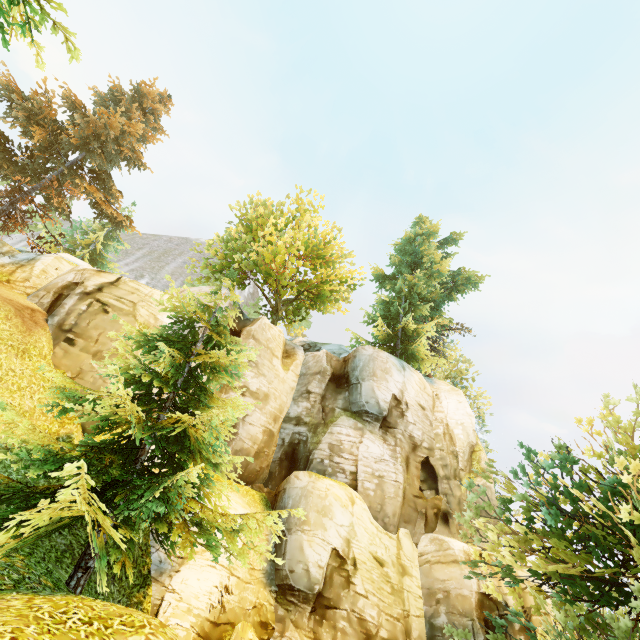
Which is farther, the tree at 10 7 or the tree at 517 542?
the tree at 517 542

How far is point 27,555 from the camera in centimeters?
681cm

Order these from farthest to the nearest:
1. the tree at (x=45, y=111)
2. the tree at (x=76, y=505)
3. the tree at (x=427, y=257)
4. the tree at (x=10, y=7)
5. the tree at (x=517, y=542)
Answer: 1. the tree at (x=427, y=257)
2. the tree at (x=45, y=111)
3. the tree at (x=517, y=542)
4. the tree at (x=76, y=505)
5. the tree at (x=10, y=7)

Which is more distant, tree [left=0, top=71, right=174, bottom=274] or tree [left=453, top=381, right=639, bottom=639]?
tree [left=0, top=71, right=174, bottom=274]

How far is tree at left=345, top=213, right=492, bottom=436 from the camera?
23.3m

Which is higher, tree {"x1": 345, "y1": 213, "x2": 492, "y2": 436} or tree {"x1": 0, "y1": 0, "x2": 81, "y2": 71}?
tree {"x1": 345, "y1": 213, "x2": 492, "y2": 436}
